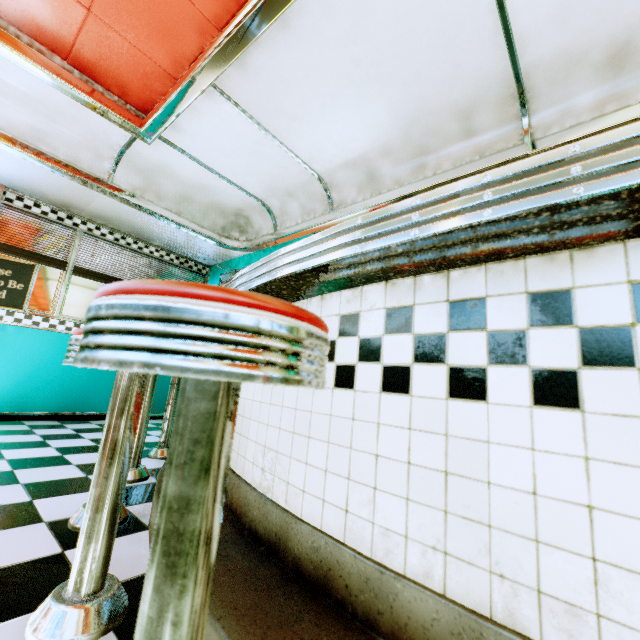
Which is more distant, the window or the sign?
the window

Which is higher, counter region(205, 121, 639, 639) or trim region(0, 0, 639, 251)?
trim region(0, 0, 639, 251)

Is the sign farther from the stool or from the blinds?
the stool

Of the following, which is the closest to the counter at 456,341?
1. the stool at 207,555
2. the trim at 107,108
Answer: the stool at 207,555

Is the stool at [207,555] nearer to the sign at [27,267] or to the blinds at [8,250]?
the sign at [27,267]

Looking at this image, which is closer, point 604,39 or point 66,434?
point 604,39

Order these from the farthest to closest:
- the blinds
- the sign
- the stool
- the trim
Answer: the blinds, the sign, the trim, the stool

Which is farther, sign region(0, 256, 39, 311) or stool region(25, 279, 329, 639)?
sign region(0, 256, 39, 311)
